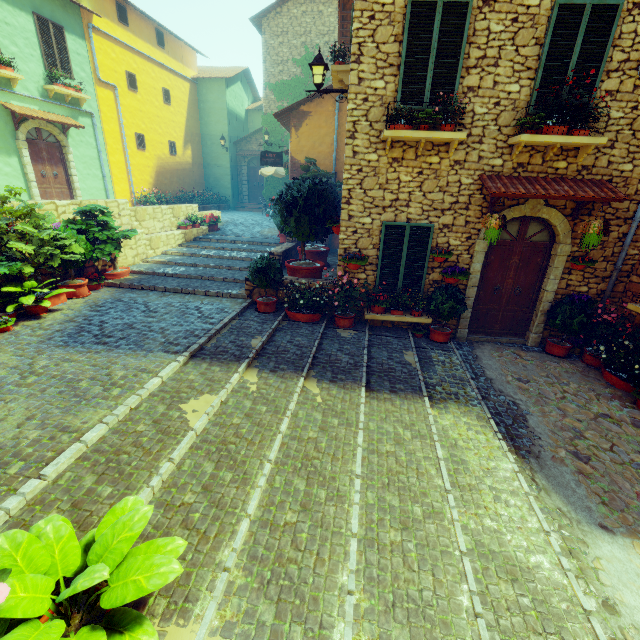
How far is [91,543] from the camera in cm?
238

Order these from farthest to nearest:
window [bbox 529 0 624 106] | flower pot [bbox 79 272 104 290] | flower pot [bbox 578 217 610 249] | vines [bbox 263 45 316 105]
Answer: vines [bbox 263 45 316 105] < flower pot [bbox 79 272 104 290] < flower pot [bbox 578 217 610 249] < window [bbox 529 0 624 106]

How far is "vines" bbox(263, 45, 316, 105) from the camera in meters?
17.4 m

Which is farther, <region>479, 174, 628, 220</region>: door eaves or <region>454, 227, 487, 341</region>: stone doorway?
<region>454, 227, 487, 341</region>: stone doorway

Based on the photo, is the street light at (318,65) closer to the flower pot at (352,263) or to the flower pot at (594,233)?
the flower pot at (352,263)

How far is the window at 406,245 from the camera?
7.0 meters

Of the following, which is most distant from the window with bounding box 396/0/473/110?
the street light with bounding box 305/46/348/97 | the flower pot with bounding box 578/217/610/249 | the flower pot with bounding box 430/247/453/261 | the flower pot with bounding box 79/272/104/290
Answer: the flower pot with bounding box 79/272/104/290

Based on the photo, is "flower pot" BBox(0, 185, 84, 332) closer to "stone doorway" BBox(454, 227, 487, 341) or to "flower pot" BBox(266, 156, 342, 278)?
"flower pot" BBox(266, 156, 342, 278)
